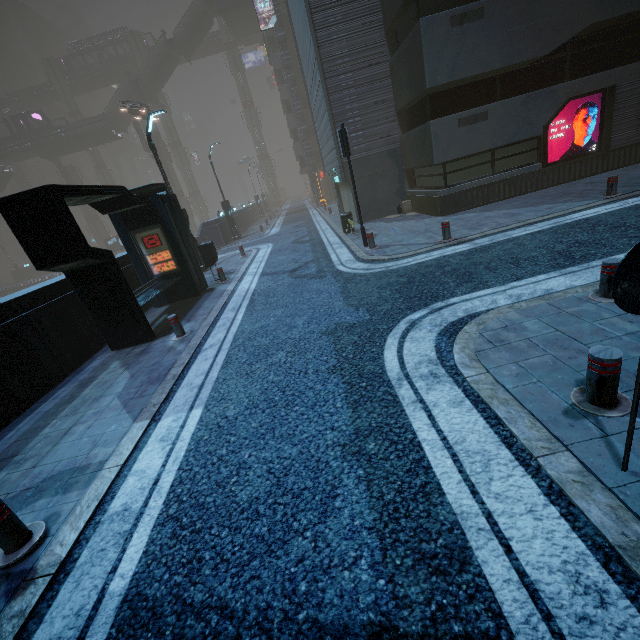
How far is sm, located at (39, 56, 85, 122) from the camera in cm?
5541

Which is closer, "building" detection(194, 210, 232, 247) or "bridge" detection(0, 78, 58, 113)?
"building" detection(194, 210, 232, 247)

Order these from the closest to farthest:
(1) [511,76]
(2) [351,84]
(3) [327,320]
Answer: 1. (3) [327,320]
2. (1) [511,76]
3. (2) [351,84]

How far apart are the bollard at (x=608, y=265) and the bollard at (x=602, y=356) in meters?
2.1

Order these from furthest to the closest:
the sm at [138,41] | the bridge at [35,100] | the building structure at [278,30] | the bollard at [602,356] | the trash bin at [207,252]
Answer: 1. the bridge at [35,100]
2. the sm at [138,41]
3. the building structure at [278,30]
4. the trash bin at [207,252]
5. the bollard at [602,356]

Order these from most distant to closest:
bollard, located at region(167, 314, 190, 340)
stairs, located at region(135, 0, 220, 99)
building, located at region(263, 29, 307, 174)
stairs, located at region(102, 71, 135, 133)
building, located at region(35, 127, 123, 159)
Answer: building, located at region(35, 127, 123, 159)
stairs, located at region(102, 71, 135, 133)
stairs, located at region(135, 0, 220, 99)
building, located at region(263, 29, 307, 174)
bollard, located at region(167, 314, 190, 340)

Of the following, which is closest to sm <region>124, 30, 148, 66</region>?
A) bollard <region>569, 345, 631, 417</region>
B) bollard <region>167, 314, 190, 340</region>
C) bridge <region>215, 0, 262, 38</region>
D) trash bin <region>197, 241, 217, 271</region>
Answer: bridge <region>215, 0, 262, 38</region>

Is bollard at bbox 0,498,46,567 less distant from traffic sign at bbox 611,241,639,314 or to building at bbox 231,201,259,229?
building at bbox 231,201,259,229
